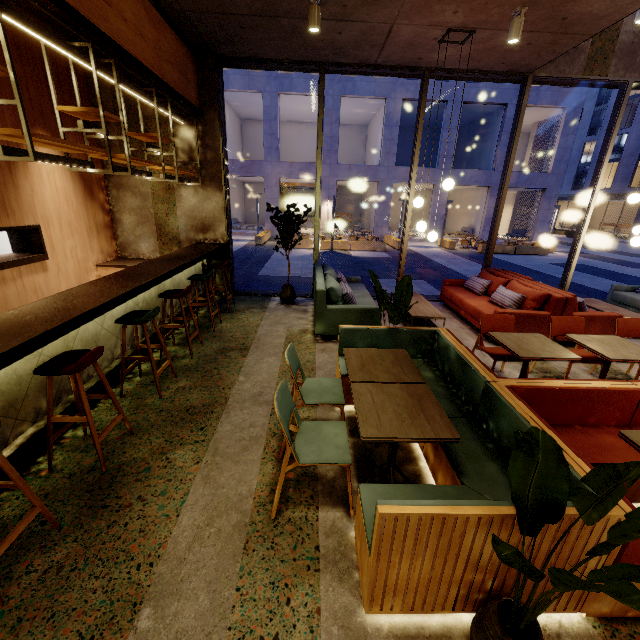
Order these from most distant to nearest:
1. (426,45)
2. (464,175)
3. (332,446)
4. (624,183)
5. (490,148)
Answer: (624,183), (490,148), (464,175), (426,45), (332,446)

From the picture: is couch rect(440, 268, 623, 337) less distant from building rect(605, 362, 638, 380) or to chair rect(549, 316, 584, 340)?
building rect(605, 362, 638, 380)

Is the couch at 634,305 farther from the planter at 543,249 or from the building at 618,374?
the planter at 543,249

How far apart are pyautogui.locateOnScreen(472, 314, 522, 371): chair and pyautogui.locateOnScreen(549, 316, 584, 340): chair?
0.4 meters

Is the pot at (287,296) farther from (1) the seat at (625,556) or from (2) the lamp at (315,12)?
(2) the lamp at (315,12)

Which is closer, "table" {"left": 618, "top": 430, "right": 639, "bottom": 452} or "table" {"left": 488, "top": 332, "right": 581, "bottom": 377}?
"table" {"left": 618, "top": 430, "right": 639, "bottom": 452}

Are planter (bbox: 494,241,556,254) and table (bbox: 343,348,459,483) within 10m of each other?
no

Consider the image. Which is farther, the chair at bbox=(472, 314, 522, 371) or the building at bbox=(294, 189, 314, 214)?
the building at bbox=(294, 189, 314, 214)
